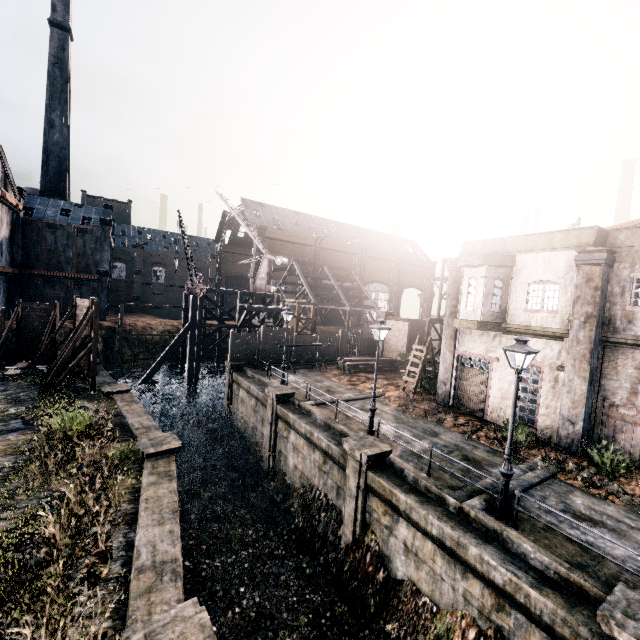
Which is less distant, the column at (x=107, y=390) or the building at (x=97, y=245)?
the column at (x=107, y=390)

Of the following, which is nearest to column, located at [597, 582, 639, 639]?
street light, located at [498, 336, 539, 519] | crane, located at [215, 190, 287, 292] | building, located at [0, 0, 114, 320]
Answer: street light, located at [498, 336, 539, 519]

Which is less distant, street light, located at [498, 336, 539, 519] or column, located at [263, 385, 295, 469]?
street light, located at [498, 336, 539, 519]

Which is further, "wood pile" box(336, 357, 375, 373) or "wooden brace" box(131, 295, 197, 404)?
"wooden brace" box(131, 295, 197, 404)

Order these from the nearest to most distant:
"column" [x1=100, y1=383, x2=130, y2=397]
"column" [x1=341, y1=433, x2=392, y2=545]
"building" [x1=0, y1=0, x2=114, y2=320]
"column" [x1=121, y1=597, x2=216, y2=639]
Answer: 1. "column" [x1=121, y1=597, x2=216, y2=639]
2. "column" [x1=341, y1=433, x2=392, y2=545]
3. "column" [x1=100, y1=383, x2=130, y2=397]
4. "building" [x1=0, y1=0, x2=114, y2=320]

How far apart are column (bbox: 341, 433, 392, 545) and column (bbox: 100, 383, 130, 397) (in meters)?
14.30

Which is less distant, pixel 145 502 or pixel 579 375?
pixel 145 502

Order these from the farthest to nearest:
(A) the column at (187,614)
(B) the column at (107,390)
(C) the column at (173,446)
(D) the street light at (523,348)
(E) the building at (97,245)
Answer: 1. (E) the building at (97,245)
2. (B) the column at (107,390)
3. (C) the column at (173,446)
4. (D) the street light at (523,348)
5. (A) the column at (187,614)
